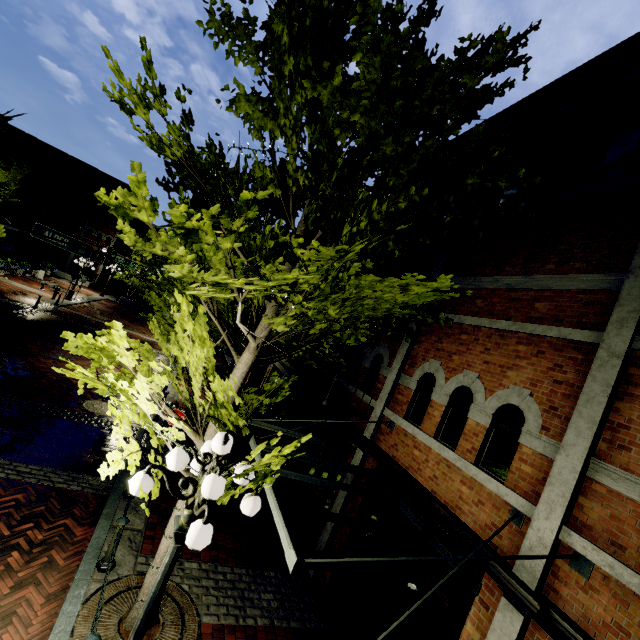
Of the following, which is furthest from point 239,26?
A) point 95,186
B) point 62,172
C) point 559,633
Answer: point 62,172

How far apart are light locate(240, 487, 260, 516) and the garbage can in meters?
4.4

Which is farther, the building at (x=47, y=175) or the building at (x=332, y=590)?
the building at (x=47, y=175)

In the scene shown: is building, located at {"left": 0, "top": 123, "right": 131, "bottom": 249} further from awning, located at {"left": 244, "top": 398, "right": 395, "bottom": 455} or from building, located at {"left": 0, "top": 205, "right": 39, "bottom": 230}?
awning, located at {"left": 244, "top": 398, "right": 395, "bottom": 455}

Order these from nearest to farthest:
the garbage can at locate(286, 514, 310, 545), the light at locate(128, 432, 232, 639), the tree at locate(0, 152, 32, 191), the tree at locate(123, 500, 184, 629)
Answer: the light at locate(128, 432, 232, 639) < the tree at locate(123, 500, 184, 629) < the garbage can at locate(286, 514, 310, 545) < the tree at locate(0, 152, 32, 191)

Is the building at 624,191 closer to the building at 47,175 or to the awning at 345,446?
the awning at 345,446

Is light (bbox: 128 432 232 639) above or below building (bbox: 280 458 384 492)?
above

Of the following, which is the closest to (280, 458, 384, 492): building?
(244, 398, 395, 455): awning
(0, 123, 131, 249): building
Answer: (244, 398, 395, 455): awning
